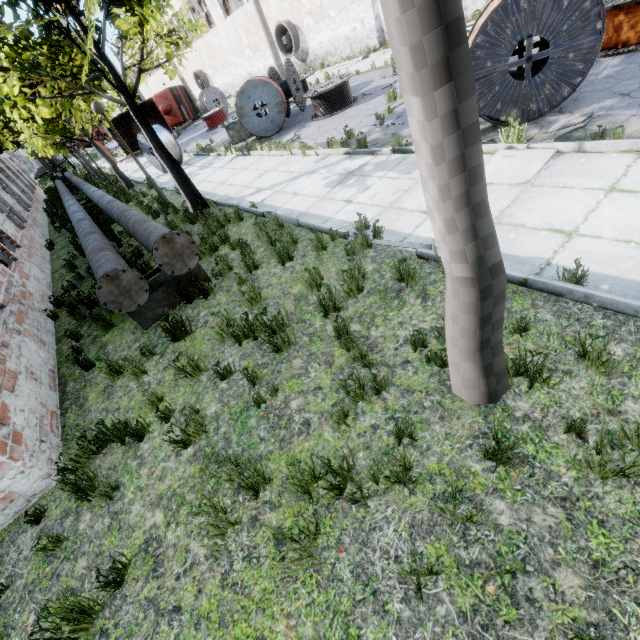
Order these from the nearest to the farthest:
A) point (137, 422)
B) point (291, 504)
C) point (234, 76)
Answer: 1. point (291, 504)
2. point (137, 422)
3. point (234, 76)

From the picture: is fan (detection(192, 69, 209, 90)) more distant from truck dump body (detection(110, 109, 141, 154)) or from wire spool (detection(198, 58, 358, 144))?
wire spool (detection(198, 58, 358, 144))

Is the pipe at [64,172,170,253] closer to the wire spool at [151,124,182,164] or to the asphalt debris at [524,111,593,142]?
the wire spool at [151,124,182,164]

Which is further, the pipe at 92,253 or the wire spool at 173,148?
the wire spool at 173,148

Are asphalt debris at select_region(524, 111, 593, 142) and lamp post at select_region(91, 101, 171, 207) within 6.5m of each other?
no

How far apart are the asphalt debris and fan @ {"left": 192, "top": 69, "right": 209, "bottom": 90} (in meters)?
40.40

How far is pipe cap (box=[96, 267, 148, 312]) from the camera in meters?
5.0

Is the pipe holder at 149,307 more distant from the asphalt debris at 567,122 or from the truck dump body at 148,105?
the truck dump body at 148,105
